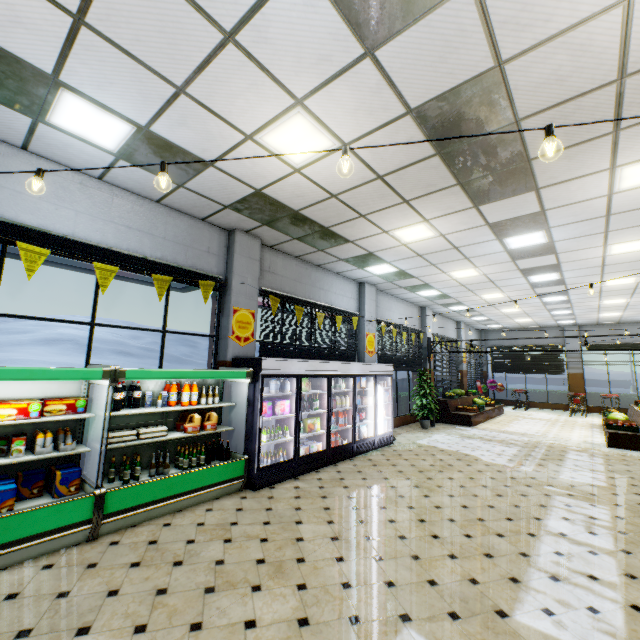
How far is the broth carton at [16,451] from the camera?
3.7 meters

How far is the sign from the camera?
6.5m

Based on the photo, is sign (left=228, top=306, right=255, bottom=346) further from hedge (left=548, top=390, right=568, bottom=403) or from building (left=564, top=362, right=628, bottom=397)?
hedge (left=548, top=390, right=568, bottom=403)

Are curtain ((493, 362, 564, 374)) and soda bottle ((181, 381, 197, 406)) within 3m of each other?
no

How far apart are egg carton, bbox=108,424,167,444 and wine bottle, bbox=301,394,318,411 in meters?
3.1 m

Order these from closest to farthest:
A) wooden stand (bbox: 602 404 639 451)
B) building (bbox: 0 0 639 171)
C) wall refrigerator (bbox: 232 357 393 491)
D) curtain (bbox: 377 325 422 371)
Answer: building (bbox: 0 0 639 171) < wall refrigerator (bbox: 232 357 393 491) < wooden stand (bbox: 602 404 639 451) < curtain (bbox: 377 325 422 371)

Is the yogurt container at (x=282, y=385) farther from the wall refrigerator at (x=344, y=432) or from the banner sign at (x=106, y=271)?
the banner sign at (x=106, y=271)

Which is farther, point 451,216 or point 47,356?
point 47,356
